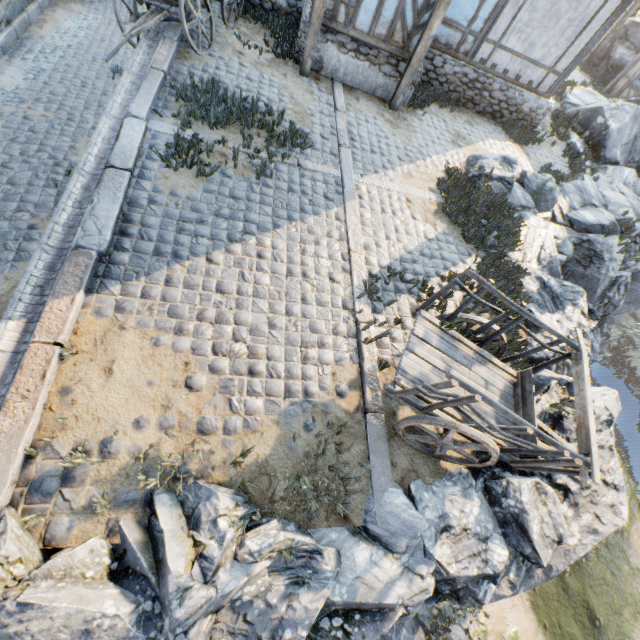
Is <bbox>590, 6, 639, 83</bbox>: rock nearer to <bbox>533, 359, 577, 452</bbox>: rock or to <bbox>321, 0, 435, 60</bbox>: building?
<bbox>533, 359, 577, 452</bbox>: rock

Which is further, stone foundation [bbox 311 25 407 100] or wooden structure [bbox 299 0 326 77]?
stone foundation [bbox 311 25 407 100]

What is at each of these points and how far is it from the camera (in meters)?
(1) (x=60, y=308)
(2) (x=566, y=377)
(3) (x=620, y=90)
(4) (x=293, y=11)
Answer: (1) stone blocks, 3.82
(2) rock, 5.53
(3) building, 15.96
(4) stone foundation, 9.16

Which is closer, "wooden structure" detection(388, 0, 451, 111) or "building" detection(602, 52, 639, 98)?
"wooden structure" detection(388, 0, 451, 111)

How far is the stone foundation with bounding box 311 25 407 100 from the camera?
8.14m

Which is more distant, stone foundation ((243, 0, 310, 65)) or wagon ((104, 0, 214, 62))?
stone foundation ((243, 0, 310, 65))

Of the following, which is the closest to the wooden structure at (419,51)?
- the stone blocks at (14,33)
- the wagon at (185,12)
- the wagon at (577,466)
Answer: the wagon at (185,12)

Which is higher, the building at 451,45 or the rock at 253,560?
the building at 451,45
